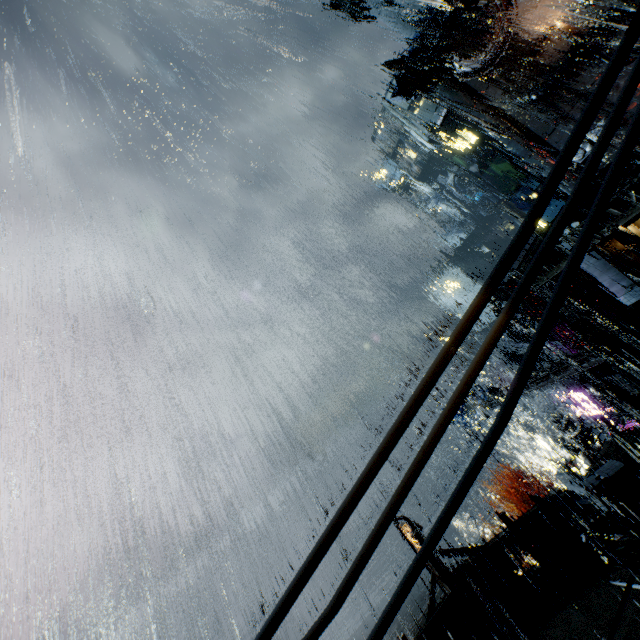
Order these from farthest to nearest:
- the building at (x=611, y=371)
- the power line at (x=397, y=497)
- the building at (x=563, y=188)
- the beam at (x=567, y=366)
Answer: the building at (x=563, y=188)
the beam at (x=567, y=366)
the building at (x=611, y=371)
the power line at (x=397, y=497)

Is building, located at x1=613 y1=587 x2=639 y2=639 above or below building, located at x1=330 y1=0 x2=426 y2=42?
below

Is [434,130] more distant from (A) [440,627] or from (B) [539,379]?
(A) [440,627]

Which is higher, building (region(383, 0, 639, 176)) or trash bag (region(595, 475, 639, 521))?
building (region(383, 0, 639, 176))

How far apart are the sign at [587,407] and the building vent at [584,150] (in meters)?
26.34

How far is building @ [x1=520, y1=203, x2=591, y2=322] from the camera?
17.0m

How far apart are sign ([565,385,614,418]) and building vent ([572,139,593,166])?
26.3m
